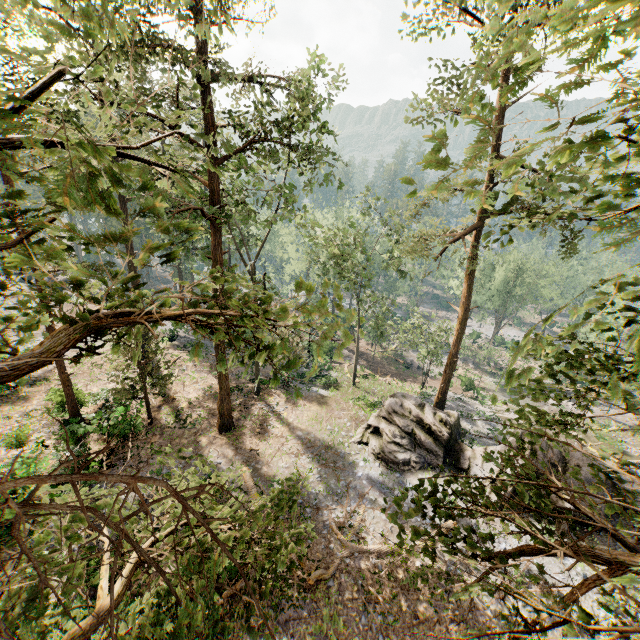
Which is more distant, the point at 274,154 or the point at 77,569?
the point at 274,154

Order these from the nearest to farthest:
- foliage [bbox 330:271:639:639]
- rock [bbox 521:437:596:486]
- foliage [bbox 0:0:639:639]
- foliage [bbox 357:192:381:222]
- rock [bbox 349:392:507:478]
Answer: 1. foliage [bbox 0:0:639:639]
2. foliage [bbox 330:271:639:639]
3. rock [bbox 521:437:596:486]
4. rock [bbox 349:392:507:478]
5. foliage [bbox 357:192:381:222]

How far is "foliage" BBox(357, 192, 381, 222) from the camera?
31.8 meters

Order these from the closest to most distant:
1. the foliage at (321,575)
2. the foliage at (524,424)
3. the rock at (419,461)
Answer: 1. the foliage at (524,424)
2. the foliage at (321,575)
3. the rock at (419,461)

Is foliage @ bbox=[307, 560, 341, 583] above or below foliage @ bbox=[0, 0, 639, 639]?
below

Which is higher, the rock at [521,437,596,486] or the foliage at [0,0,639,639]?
the foliage at [0,0,639,639]

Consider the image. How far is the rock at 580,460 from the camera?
17.5 meters
